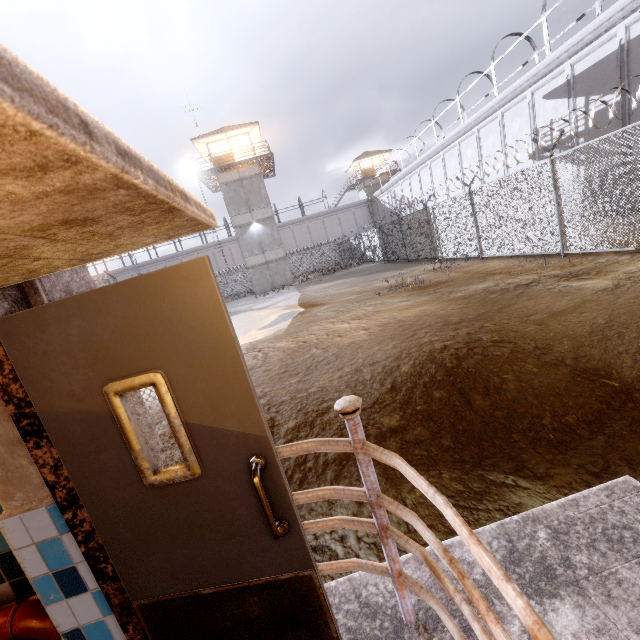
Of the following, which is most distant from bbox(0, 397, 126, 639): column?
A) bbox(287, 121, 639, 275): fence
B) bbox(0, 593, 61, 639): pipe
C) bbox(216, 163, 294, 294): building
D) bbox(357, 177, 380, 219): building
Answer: bbox(357, 177, 380, 219): building

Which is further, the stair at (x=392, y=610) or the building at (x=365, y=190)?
the building at (x=365, y=190)

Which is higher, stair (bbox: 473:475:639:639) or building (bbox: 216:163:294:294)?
building (bbox: 216:163:294:294)

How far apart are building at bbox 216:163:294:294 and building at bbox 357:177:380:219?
23.6 meters

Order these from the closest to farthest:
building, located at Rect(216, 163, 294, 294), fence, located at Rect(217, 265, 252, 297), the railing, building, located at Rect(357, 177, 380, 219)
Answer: the railing < building, located at Rect(216, 163, 294, 294) < fence, located at Rect(217, 265, 252, 297) < building, located at Rect(357, 177, 380, 219)

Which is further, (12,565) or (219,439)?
(12,565)

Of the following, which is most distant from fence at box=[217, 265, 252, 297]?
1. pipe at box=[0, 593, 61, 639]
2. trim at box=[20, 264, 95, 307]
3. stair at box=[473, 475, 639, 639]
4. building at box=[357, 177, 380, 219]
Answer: building at box=[357, 177, 380, 219]

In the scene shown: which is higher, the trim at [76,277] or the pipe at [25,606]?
the trim at [76,277]
